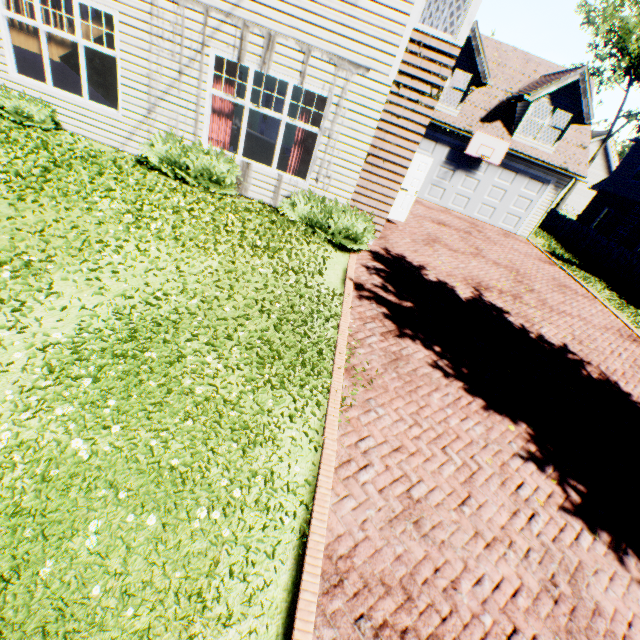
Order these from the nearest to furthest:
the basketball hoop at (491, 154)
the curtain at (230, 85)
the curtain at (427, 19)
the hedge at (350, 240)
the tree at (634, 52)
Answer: the curtain at (427, 19)
the curtain at (230, 85)
the hedge at (350, 240)
the basketball hoop at (491, 154)
the tree at (634, 52)

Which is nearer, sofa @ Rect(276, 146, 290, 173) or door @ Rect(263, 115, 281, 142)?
sofa @ Rect(276, 146, 290, 173)

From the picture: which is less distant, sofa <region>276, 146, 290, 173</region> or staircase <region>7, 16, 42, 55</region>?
staircase <region>7, 16, 42, 55</region>

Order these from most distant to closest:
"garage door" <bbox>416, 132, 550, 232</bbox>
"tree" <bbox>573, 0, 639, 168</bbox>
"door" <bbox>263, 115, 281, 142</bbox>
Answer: "tree" <bbox>573, 0, 639, 168</bbox> < "door" <bbox>263, 115, 281, 142</bbox> < "garage door" <bbox>416, 132, 550, 232</bbox>

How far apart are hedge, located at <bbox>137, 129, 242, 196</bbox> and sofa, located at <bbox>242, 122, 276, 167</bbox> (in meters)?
3.20

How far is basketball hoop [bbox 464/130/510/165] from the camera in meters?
15.0

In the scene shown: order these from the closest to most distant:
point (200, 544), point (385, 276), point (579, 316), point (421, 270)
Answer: point (200, 544), point (385, 276), point (421, 270), point (579, 316)

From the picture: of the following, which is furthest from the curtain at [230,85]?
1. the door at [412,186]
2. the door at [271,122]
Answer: the door at [271,122]
